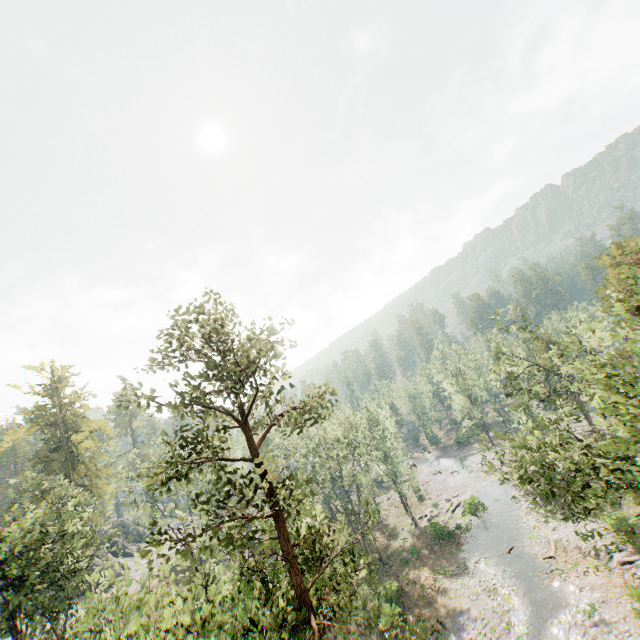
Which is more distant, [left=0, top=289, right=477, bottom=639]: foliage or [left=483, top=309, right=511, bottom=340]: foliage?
[left=483, top=309, right=511, bottom=340]: foliage

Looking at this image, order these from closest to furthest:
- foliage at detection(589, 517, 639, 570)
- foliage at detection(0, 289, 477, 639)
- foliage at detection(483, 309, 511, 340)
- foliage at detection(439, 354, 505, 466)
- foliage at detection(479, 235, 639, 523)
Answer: foliage at detection(0, 289, 477, 639) → foliage at detection(589, 517, 639, 570) → foliage at detection(479, 235, 639, 523) → foliage at detection(483, 309, 511, 340) → foliage at detection(439, 354, 505, 466)

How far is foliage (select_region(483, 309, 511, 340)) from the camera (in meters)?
29.70

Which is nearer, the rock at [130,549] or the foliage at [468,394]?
the rock at [130,549]

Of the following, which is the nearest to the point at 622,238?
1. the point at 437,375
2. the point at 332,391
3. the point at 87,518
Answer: the point at 437,375

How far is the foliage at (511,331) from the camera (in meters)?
29.70

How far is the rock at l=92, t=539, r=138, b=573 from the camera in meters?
51.1 m
